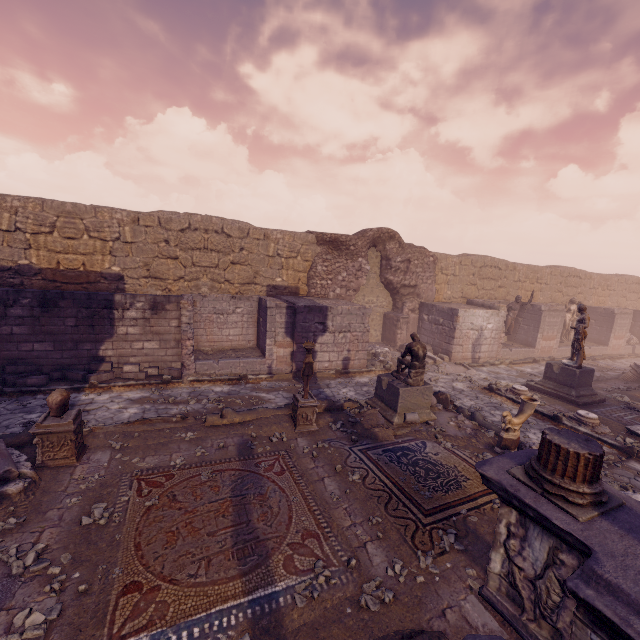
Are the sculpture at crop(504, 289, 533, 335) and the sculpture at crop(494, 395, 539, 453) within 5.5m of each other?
no

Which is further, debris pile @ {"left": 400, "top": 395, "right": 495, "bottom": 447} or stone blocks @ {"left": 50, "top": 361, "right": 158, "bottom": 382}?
stone blocks @ {"left": 50, "top": 361, "right": 158, "bottom": 382}

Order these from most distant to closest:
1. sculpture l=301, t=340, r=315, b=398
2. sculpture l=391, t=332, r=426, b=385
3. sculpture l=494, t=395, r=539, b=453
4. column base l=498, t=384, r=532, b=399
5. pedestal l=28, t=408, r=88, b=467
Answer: column base l=498, t=384, r=532, b=399, sculpture l=391, t=332, r=426, b=385, sculpture l=301, t=340, r=315, b=398, sculpture l=494, t=395, r=539, b=453, pedestal l=28, t=408, r=88, b=467

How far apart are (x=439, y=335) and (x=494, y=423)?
6.74m

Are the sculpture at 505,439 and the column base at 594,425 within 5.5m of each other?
yes

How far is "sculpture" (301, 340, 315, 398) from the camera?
7.6m

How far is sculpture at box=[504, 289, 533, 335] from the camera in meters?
16.4 m

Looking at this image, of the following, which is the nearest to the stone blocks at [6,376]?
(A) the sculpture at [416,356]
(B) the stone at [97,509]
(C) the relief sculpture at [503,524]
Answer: (B) the stone at [97,509]
